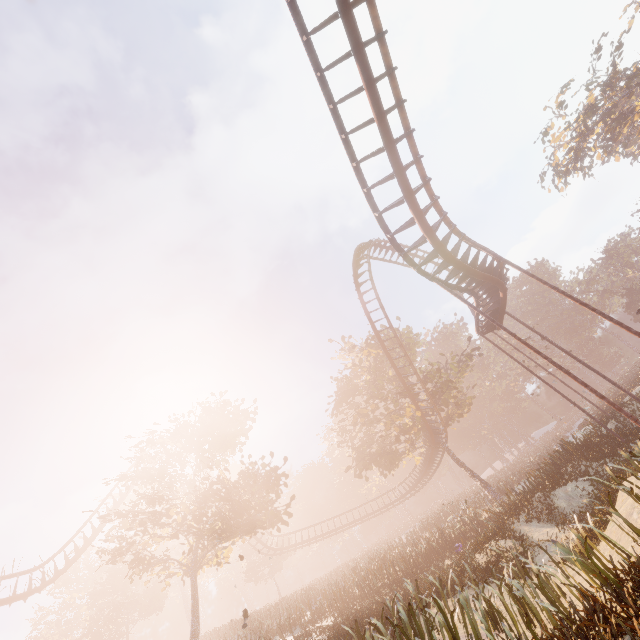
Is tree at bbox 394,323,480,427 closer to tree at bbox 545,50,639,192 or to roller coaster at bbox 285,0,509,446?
roller coaster at bbox 285,0,509,446

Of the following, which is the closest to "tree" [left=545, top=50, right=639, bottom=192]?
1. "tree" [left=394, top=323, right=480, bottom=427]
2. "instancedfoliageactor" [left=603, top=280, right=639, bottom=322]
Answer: "instancedfoliageactor" [left=603, top=280, right=639, bottom=322]

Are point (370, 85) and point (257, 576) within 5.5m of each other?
no

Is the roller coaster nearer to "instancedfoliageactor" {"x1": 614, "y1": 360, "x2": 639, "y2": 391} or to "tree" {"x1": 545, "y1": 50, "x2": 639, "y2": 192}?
"instancedfoliageactor" {"x1": 614, "y1": 360, "x2": 639, "y2": 391}

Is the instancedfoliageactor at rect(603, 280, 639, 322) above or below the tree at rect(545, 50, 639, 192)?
below

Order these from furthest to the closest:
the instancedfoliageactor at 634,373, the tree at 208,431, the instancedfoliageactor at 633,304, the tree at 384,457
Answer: the instancedfoliageactor at 633,304, the instancedfoliageactor at 634,373, the tree at 384,457, the tree at 208,431

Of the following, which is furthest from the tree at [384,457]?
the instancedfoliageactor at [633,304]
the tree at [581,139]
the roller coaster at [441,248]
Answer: the tree at [581,139]

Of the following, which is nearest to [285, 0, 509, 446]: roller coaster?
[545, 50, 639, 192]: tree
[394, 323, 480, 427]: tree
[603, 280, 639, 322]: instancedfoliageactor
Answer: [394, 323, 480, 427]: tree
